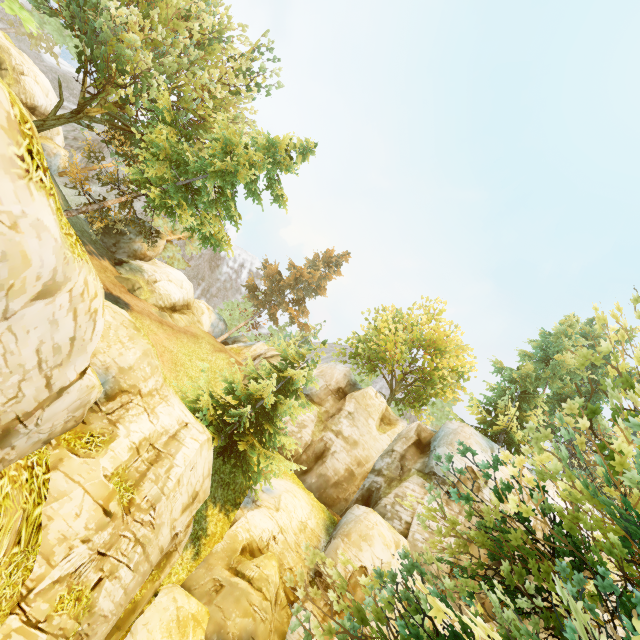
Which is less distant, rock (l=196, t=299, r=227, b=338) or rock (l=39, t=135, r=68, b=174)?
rock (l=39, t=135, r=68, b=174)

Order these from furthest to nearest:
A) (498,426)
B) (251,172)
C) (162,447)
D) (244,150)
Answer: (498,426) < (244,150) < (251,172) < (162,447)

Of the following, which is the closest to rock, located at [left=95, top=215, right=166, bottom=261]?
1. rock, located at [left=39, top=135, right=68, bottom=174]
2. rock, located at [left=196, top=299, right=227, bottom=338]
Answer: rock, located at [left=39, top=135, right=68, bottom=174]

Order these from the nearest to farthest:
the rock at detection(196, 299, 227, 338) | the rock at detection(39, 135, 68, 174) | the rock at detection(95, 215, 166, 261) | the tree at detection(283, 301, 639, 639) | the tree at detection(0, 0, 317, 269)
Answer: the tree at detection(283, 301, 639, 639)
the tree at detection(0, 0, 317, 269)
the rock at detection(95, 215, 166, 261)
the rock at detection(39, 135, 68, 174)
the rock at detection(196, 299, 227, 338)

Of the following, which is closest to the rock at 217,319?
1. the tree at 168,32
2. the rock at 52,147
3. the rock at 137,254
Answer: the tree at 168,32

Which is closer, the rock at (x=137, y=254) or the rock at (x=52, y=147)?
the rock at (x=137, y=254)

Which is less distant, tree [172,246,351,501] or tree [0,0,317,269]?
tree [0,0,317,269]

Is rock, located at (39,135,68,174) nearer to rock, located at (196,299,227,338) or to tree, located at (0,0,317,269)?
tree, located at (0,0,317,269)
